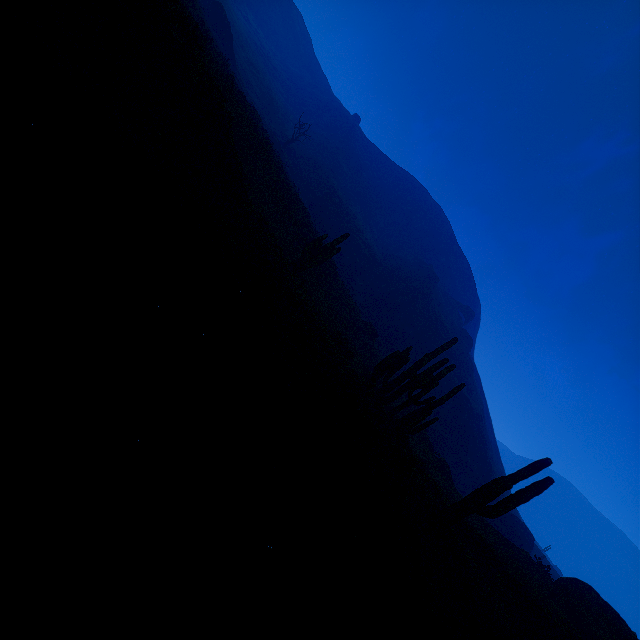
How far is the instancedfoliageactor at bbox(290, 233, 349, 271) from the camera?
19.7m

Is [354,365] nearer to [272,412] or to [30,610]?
[272,412]

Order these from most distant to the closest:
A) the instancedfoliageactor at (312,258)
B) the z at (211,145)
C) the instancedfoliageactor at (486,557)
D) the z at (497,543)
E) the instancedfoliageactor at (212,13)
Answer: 1. the instancedfoliageactor at (212,13)
2. the instancedfoliageactor at (312,258)
3. the z at (497,543)
4. the instancedfoliageactor at (486,557)
5. the z at (211,145)

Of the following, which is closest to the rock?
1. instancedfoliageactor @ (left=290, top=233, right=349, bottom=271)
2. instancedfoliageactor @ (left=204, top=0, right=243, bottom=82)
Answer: instancedfoliageactor @ (left=290, top=233, right=349, bottom=271)

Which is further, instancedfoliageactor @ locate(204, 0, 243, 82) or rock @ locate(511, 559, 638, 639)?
instancedfoliageactor @ locate(204, 0, 243, 82)

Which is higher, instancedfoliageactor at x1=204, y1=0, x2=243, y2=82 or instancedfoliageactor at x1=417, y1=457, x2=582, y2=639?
instancedfoliageactor at x1=204, y1=0, x2=243, y2=82

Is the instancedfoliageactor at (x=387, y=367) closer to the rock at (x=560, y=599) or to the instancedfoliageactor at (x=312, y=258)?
the instancedfoliageactor at (x=312, y=258)

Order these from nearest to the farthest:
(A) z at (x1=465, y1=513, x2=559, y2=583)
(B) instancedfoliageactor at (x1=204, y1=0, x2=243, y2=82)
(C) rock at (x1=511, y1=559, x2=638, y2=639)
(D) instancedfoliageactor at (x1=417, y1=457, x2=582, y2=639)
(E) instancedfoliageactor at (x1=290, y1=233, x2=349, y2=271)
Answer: (D) instancedfoliageactor at (x1=417, y1=457, x2=582, y2=639) < (C) rock at (x1=511, y1=559, x2=638, y2=639) < (A) z at (x1=465, y1=513, x2=559, y2=583) < (E) instancedfoliageactor at (x1=290, y1=233, x2=349, y2=271) < (B) instancedfoliageactor at (x1=204, y1=0, x2=243, y2=82)
